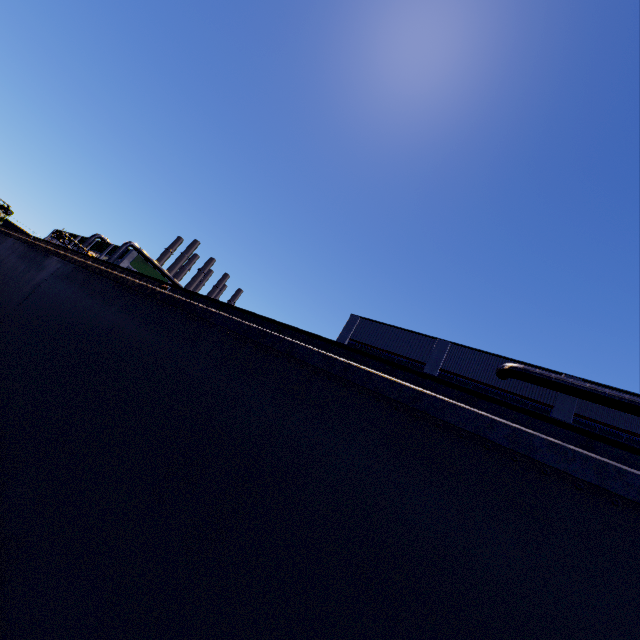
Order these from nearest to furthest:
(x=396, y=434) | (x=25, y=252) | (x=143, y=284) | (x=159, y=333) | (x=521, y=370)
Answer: (x=396, y=434) → (x=159, y=333) → (x=143, y=284) → (x=25, y=252) → (x=521, y=370)

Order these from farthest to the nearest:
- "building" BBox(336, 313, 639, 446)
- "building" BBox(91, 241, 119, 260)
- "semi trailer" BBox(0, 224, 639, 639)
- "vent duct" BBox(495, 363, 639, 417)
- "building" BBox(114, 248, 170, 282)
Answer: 1. "building" BBox(91, 241, 119, 260)
2. "building" BBox(114, 248, 170, 282)
3. "building" BBox(336, 313, 639, 446)
4. "vent duct" BBox(495, 363, 639, 417)
5. "semi trailer" BBox(0, 224, 639, 639)

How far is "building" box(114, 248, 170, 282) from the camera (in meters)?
52.06

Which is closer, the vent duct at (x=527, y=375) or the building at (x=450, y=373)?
the vent duct at (x=527, y=375)

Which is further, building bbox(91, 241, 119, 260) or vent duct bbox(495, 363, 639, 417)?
building bbox(91, 241, 119, 260)

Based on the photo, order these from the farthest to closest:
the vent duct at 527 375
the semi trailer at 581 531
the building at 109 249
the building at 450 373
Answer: the building at 109 249
the building at 450 373
the vent duct at 527 375
the semi trailer at 581 531

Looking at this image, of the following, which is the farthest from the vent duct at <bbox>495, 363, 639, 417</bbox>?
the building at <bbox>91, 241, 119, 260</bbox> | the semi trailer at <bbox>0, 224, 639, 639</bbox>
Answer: the semi trailer at <bbox>0, 224, 639, 639</bbox>
